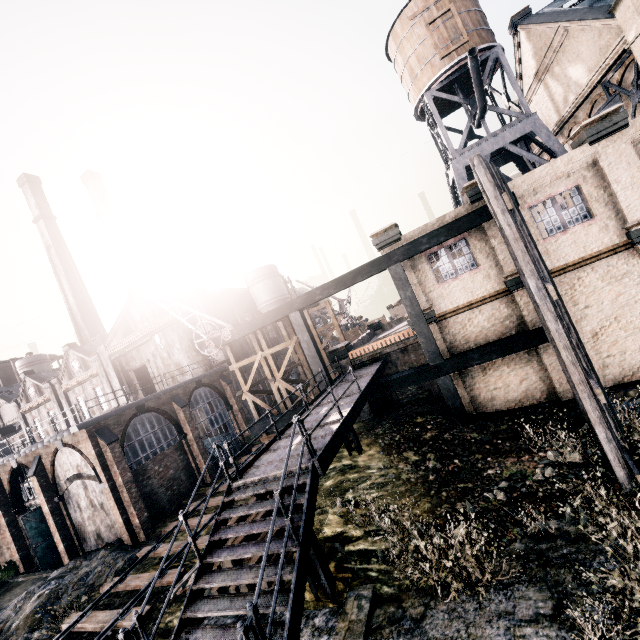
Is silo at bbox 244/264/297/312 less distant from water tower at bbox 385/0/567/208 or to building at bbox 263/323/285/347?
building at bbox 263/323/285/347

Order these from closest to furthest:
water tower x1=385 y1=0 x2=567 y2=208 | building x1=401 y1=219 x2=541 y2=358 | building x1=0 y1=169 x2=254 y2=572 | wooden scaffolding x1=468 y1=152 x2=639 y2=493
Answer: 1. wooden scaffolding x1=468 y1=152 x2=639 y2=493
2. building x1=401 y1=219 x2=541 y2=358
3. building x1=0 y1=169 x2=254 y2=572
4. water tower x1=385 y1=0 x2=567 y2=208

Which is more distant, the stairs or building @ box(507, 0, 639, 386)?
building @ box(507, 0, 639, 386)

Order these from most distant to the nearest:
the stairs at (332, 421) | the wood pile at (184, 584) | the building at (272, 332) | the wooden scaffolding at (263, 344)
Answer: the building at (272, 332) < the wooden scaffolding at (263, 344) < the wood pile at (184, 584) < the stairs at (332, 421)

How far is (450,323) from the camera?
16.11m

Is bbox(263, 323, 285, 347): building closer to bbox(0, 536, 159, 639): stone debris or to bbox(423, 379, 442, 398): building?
bbox(0, 536, 159, 639): stone debris

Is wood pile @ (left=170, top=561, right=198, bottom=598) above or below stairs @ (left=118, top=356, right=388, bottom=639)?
below

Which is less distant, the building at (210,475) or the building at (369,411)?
the building at (369,411)
